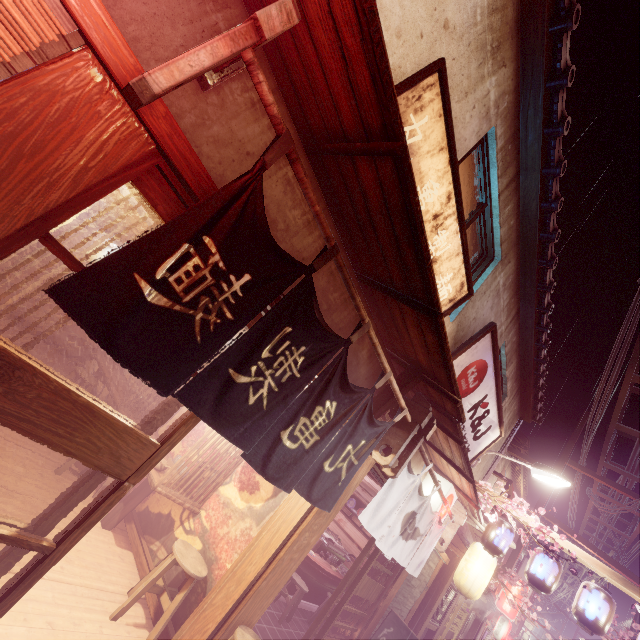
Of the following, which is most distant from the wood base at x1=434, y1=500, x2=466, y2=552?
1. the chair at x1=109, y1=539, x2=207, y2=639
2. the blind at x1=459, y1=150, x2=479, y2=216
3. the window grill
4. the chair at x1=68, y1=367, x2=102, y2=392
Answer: the chair at x1=68, y1=367, x2=102, y2=392

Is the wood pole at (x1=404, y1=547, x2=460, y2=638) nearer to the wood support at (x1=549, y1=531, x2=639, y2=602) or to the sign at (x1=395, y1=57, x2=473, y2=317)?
the wood support at (x1=549, y1=531, x2=639, y2=602)

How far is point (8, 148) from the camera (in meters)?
2.40

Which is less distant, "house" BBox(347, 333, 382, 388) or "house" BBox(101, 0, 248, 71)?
"house" BBox(101, 0, 248, 71)

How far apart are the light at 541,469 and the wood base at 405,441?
8.2m

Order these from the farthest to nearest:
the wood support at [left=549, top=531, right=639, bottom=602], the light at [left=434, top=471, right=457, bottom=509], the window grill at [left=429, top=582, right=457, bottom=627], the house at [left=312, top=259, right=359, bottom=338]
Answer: the window grill at [left=429, top=582, right=457, bottom=627], the light at [left=434, top=471, right=457, bottom=509], the wood support at [left=549, top=531, right=639, bottom=602], the house at [left=312, top=259, right=359, bottom=338]

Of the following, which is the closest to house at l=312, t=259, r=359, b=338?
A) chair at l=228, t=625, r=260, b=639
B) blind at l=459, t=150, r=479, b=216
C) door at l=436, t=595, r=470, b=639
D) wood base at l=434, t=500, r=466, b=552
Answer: wood base at l=434, t=500, r=466, b=552

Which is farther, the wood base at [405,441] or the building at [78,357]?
the building at [78,357]
